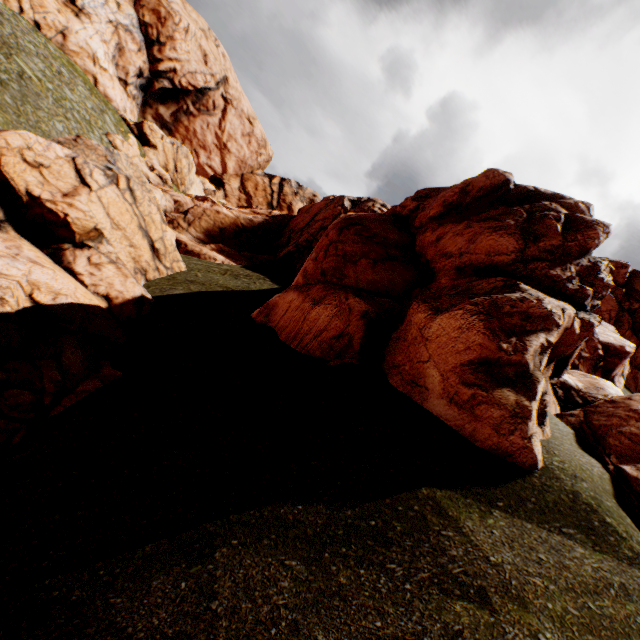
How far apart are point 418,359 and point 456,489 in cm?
344
